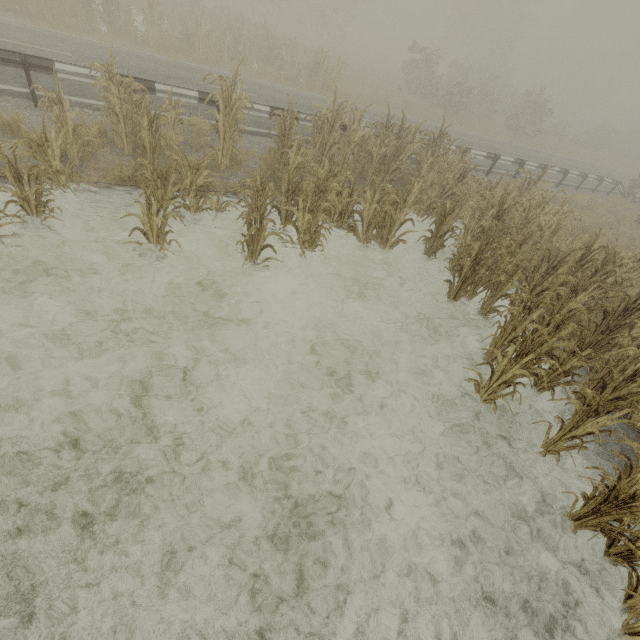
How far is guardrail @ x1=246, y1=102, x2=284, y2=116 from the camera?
9.27m

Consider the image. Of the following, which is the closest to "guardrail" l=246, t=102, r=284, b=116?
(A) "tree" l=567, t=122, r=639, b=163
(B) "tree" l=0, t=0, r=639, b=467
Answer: (B) "tree" l=0, t=0, r=639, b=467

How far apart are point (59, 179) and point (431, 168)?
8.9m

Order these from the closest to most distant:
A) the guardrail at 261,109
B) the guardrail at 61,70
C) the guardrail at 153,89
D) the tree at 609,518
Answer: the tree at 609,518
the guardrail at 61,70
the guardrail at 153,89
the guardrail at 261,109

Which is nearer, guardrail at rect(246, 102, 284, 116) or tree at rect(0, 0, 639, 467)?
tree at rect(0, 0, 639, 467)

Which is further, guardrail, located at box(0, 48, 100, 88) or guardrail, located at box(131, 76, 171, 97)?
guardrail, located at box(131, 76, 171, 97)

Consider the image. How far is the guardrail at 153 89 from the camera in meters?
7.9 m
